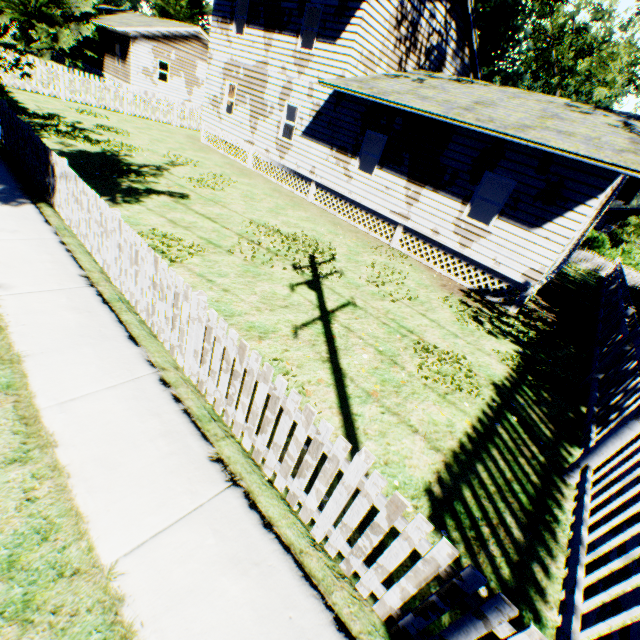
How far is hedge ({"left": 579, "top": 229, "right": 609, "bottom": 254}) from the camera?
36.81m

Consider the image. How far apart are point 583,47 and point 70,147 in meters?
42.6 m

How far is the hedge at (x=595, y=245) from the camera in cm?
3681

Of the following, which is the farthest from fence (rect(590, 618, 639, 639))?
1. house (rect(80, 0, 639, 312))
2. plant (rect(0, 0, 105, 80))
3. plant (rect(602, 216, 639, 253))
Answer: plant (rect(602, 216, 639, 253))

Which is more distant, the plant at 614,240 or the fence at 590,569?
the plant at 614,240

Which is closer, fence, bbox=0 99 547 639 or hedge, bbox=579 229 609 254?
fence, bbox=0 99 547 639

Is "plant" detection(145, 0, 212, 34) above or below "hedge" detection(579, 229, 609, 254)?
above

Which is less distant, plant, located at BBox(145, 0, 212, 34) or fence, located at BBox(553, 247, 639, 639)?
fence, located at BBox(553, 247, 639, 639)
